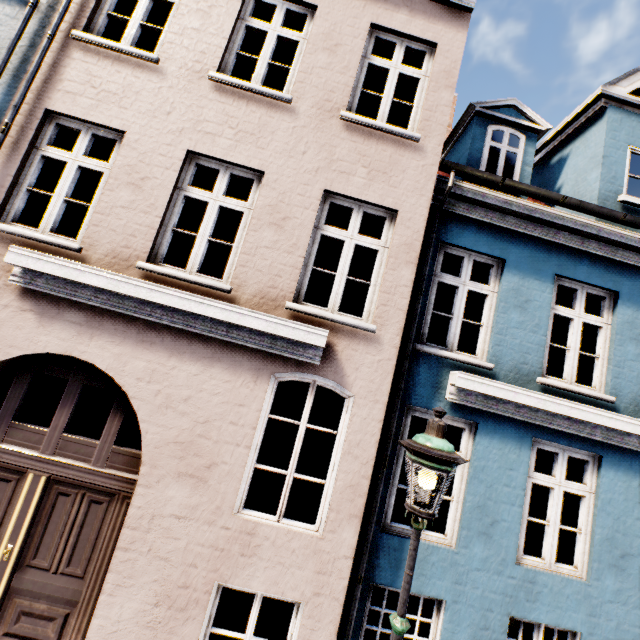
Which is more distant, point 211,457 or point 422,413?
point 422,413

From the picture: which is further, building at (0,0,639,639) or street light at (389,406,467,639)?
building at (0,0,639,639)

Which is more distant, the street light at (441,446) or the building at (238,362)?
the building at (238,362)
